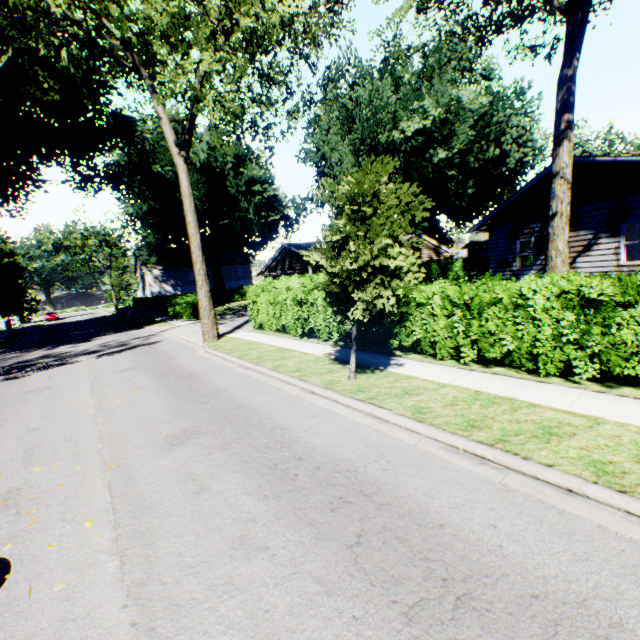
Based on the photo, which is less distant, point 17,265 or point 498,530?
point 498,530

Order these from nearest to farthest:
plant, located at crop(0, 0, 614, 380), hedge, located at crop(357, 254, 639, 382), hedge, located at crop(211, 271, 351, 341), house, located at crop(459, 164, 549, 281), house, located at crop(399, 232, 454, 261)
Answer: hedge, located at crop(357, 254, 639, 382)
plant, located at crop(0, 0, 614, 380)
hedge, located at crop(211, 271, 351, 341)
house, located at crop(459, 164, 549, 281)
house, located at crop(399, 232, 454, 261)

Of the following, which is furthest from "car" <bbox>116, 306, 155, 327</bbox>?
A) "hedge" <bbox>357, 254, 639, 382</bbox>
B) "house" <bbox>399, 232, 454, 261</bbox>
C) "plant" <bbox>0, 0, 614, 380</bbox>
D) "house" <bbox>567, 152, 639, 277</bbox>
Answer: "house" <bbox>567, 152, 639, 277</bbox>

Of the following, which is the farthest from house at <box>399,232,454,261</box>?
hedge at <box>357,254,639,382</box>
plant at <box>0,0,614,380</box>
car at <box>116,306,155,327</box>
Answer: car at <box>116,306,155,327</box>

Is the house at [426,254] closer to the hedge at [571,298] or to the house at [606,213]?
the hedge at [571,298]

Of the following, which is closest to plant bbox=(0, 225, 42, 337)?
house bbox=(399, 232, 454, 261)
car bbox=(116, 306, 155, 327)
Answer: house bbox=(399, 232, 454, 261)

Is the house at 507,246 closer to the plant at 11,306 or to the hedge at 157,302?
the hedge at 157,302

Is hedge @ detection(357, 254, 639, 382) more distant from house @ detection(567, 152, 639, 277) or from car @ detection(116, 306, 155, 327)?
house @ detection(567, 152, 639, 277)
